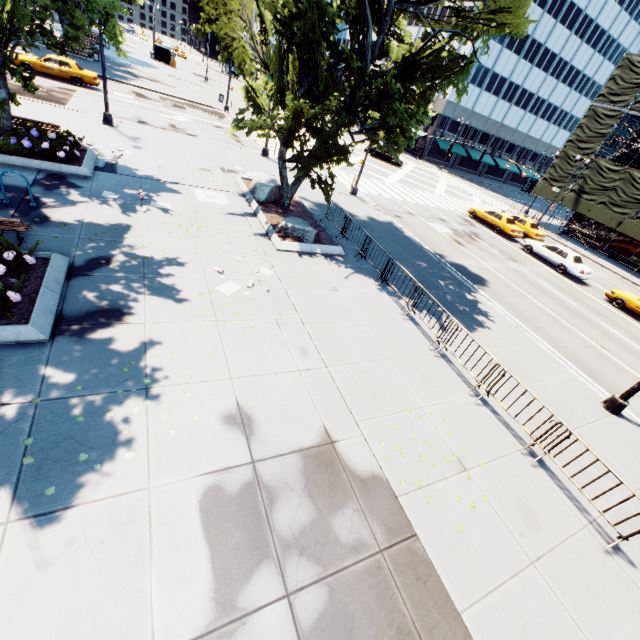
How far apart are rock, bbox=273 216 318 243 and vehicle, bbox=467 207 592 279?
19.2 meters

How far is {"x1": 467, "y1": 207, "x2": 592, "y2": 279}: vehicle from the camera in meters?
22.7

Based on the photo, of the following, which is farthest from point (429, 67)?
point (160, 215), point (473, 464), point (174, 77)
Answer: point (174, 77)

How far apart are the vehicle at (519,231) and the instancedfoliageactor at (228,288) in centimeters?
2383cm

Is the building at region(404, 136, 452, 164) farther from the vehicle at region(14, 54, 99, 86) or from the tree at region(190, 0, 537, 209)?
the vehicle at region(14, 54, 99, 86)

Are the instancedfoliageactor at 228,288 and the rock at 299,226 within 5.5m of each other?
yes

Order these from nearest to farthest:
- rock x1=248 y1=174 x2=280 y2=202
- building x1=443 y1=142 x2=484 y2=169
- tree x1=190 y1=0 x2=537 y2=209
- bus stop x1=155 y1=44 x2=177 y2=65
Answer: tree x1=190 y1=0 x2=537 y2=209 → rock x1=248 y1=174 x2=280 y2=202 → bus stop x1=155 y1=44 x2=177 y2=65 → building x1=443 y1=142 x2=484 y2=169

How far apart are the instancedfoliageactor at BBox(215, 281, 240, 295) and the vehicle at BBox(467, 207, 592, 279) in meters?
23.8 m
